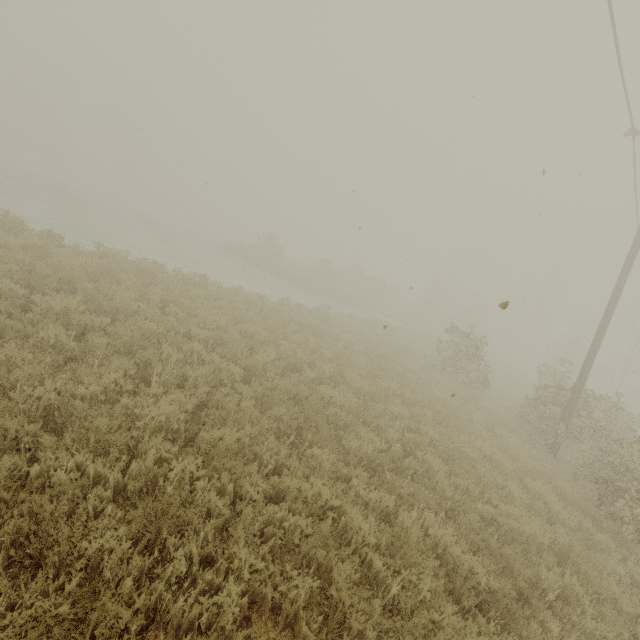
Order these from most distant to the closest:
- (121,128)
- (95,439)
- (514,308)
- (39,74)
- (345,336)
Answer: (121,128) → (39,74) → (514,308) → (345,336) → (95,439)
